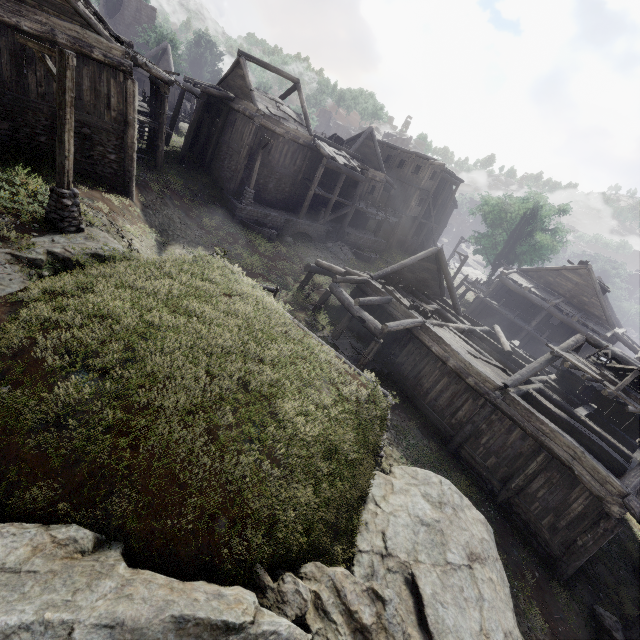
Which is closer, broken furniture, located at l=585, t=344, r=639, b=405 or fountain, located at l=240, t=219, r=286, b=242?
broken furniture, located at l=585, t=344, r=639, b=405

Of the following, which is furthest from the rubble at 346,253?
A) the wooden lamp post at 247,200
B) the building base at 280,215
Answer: the wooden lamp post at 247,200

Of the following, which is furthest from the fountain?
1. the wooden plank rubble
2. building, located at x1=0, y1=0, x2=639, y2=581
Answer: the wooden plank rubble

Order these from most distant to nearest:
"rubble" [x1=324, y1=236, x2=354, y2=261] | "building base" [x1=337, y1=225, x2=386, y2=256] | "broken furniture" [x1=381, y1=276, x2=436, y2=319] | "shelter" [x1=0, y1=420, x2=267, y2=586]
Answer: "building base" [x1=337, y1=225, x2=386, y2=256]
"rubble" [x1=324, y1=236, x2=354, y2=261]
"broken furniture" [x1=381, y1=276, x2=436, y2=319]
"shelter" [x1=0, y1=420, x2=267, y2=586]

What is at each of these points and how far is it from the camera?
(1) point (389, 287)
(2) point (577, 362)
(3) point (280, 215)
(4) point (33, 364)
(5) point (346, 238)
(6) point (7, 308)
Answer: (1) broken furniture, 18.2 meters
(2) wooden plank rubble, 13.1 meters
(3) building base, 24.5 meters
(4) shelter, 6.0 meters
(5) building base, 29.6 meters
(6) shelter, 6.8 meters

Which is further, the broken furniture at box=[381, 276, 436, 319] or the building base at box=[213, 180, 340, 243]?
the building base at box=[213, 180, 340, 243]

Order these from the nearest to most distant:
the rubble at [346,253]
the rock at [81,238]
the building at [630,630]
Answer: the rock at [81,238] → the building at [630,630] → the rubble at [346,253]

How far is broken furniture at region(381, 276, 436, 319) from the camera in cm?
1681
